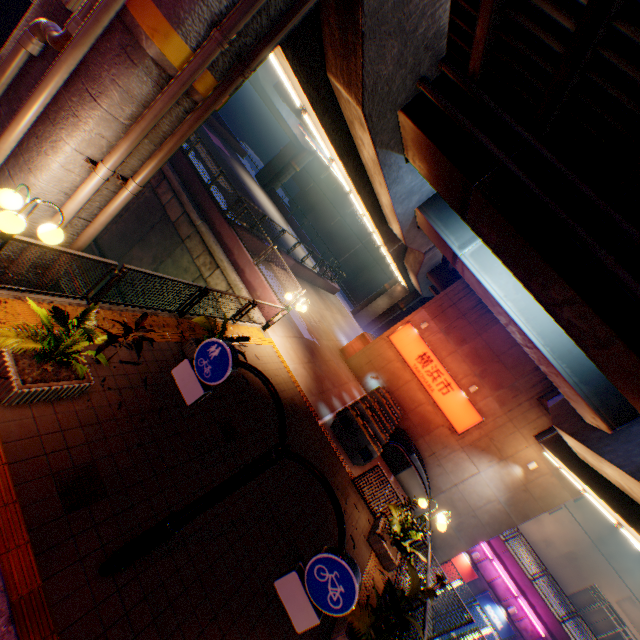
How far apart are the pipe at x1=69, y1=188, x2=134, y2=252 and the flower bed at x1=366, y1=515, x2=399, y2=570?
10.38m

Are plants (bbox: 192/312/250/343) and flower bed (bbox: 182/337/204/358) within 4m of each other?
yes

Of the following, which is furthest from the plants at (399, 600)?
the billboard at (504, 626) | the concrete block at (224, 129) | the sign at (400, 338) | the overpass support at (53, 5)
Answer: the billboard at (504, 626)

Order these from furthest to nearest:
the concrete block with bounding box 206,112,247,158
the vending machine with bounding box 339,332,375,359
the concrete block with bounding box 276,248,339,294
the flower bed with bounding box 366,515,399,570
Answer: the concrete block with bounding box 206,112,247,158 < the concrete block with bounding box 276,248,339,294 < the vending machine with bounding box 339,332,375,359 < the flower bed with bounding box 366,515,399,570

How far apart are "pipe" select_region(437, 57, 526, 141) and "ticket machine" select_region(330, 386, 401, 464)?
10.36m

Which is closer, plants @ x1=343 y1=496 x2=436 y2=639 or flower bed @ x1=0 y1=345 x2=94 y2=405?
flower bed @ x1=0 y1=345 x2=94 y2=405

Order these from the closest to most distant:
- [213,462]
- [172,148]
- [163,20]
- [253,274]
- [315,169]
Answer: [163,20] < [172,148] < [213,462] < [253,274] < [315,169]

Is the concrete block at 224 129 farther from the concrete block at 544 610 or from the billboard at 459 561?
the billboard at 459 561
